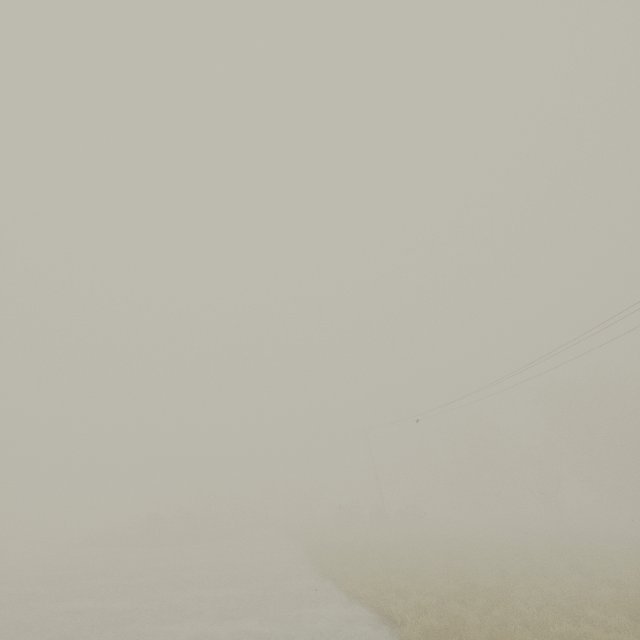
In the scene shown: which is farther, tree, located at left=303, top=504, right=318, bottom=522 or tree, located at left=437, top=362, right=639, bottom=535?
tree, located at left=303, top=504, right=318, bottom=522

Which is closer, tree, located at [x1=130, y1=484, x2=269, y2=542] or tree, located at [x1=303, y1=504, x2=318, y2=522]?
tree, located at [x1=130, y1=484, x2=269, y2=542]

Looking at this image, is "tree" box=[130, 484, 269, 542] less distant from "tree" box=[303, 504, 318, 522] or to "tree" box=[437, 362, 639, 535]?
"tree" box=[303, 504, 318, 522]

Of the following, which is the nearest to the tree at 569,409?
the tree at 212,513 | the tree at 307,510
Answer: the tree at 307,510

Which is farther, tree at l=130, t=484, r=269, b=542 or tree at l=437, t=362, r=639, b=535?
tree at l=437, t=362, r=639, b=535

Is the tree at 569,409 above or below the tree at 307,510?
above

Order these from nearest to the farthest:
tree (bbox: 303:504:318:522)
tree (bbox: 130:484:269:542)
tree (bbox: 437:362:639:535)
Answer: tree (bbox: 130:484:269:542)
tree (bbox: 437:362:639:535)
tree (bbox: 303:504:318:522)

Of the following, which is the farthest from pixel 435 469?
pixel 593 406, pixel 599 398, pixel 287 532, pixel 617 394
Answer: pixel 287 532
